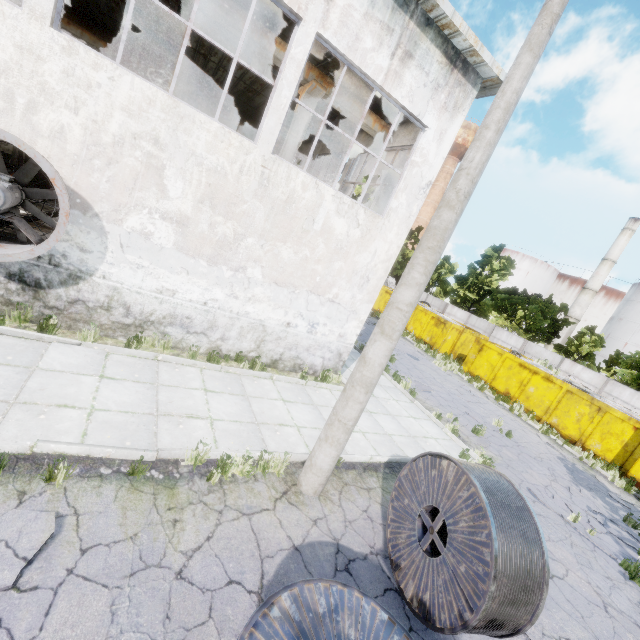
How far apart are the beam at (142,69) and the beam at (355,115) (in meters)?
11.85

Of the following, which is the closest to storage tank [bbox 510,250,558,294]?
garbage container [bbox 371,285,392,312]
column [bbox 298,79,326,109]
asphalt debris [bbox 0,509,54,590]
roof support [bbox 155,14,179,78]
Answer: garbage container [bbox 371,285,392,312]

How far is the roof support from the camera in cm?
943

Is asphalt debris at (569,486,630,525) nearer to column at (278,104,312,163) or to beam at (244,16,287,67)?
column at (278,104,312,163)

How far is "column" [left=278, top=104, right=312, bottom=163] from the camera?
10.0m

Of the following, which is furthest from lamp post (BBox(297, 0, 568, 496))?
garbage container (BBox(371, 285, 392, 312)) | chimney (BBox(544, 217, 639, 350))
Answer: chimney (BBox(544, 217, 639, 350))

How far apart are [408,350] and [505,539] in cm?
1778

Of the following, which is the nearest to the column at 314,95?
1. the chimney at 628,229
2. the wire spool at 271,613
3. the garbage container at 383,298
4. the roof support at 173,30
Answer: the roof support at 173,30
